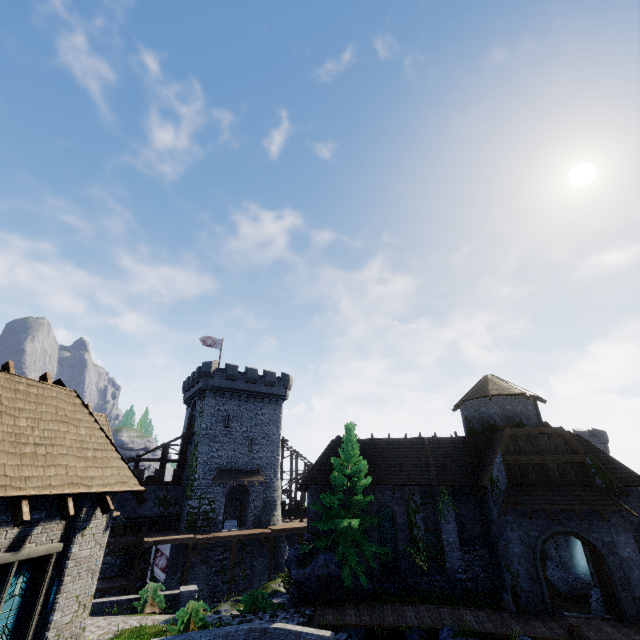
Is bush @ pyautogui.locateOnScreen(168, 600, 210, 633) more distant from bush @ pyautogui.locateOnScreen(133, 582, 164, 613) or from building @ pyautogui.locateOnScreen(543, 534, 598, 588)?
building @ pyautogui.locateOnScreen(543, 534, 598, 588)

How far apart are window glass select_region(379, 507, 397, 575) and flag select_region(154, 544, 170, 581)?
18.52m

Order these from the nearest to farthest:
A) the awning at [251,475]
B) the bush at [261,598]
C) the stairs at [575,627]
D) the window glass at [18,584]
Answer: the window glass at [18,584]
the stairs at [575,627]
the bush at [261,598]
the awning at [251,475]

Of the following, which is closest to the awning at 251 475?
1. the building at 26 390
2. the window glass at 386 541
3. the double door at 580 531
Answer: the window glass at 386 541

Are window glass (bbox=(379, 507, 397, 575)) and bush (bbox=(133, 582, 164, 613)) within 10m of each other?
no

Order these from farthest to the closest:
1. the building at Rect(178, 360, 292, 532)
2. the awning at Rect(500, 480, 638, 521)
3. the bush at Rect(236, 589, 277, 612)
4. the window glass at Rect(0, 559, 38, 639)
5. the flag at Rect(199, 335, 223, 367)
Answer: the flag at Rect(199, 335, 223, 367)
the building at Rect(178, 360, 292, 532)
the bush at Rect(236, 589, 277, 612)
the awning at Rect(500, 480, 638, 521)
the window glass at Rect(0, 559, 38, 639)

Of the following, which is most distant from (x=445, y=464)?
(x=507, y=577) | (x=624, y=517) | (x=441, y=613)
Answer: (x=624, y=517)

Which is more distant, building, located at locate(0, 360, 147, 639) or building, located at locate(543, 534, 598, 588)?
building, located at locate(543, 534, 598, 588)
